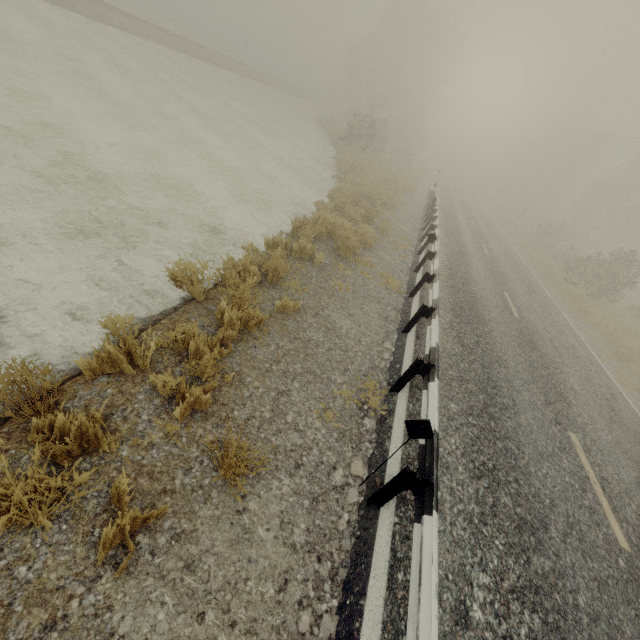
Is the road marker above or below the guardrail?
above

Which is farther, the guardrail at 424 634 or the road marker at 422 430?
the road marker at 422 430

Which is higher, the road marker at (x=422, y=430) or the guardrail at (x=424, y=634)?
the road marker at (x=422, y=430)

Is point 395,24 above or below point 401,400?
above

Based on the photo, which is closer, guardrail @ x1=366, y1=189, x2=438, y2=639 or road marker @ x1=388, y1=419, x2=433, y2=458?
guardrail @ x1=366, y1=189, x2=438, y2=639

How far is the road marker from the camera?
3.09m
